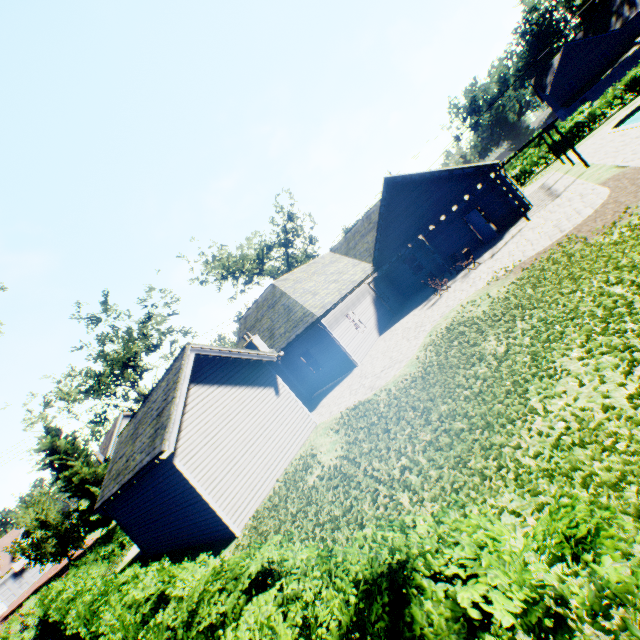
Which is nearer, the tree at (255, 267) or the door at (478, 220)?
the door at (478, 220)

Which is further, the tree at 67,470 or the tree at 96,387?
the tree at 96,387

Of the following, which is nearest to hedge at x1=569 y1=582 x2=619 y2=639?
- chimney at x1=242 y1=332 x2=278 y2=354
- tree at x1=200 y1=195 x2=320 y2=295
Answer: tree at x1=200 y1=195 x2=320 y2=295

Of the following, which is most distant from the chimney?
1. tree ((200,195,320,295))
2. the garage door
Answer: the garage door

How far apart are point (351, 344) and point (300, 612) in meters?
15.8

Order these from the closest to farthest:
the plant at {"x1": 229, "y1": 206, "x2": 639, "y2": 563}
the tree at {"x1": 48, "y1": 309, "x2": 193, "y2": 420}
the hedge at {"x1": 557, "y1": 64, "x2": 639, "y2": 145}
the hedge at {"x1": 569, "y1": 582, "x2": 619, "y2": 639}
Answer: the hedge at {"x1": 569, "y1": 582, "x2": 619, "y2": 639} < the plant at {"x1": 229, "y1": 206, "x2": 639, "y2": 563} < the tree at {"x1": 48, "y1": 309, "x2": 193, "y2": 420} < the hedge at {"x1": 557, "y1": 64, "x2": 639, "y2": 145}

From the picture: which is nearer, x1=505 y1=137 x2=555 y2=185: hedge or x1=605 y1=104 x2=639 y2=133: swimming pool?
x1=605 y1=104 x2=639 y2=133: swimming pool

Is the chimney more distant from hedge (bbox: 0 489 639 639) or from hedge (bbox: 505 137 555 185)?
hedge (bbox: 505 137 555 185)
